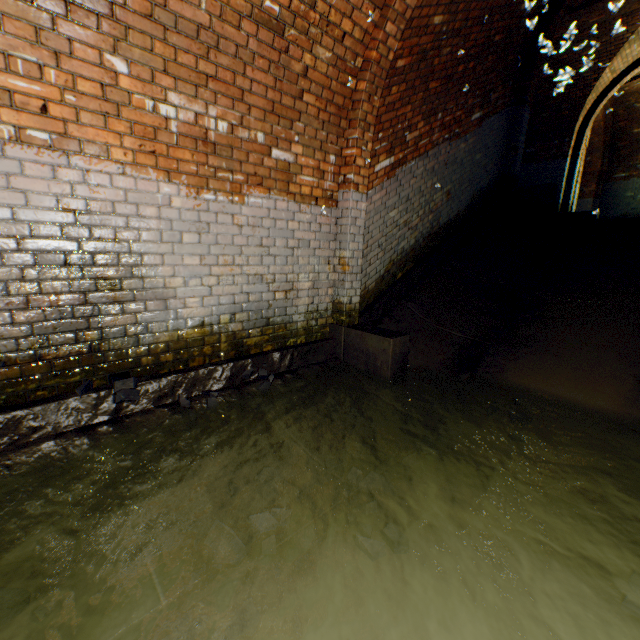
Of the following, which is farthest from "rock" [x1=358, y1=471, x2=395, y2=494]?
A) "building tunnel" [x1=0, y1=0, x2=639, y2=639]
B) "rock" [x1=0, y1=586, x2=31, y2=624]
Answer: "rock" [x1=0, y1=586, x2=31, y2=624]

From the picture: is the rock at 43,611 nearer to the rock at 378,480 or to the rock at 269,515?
the rock at 269,515

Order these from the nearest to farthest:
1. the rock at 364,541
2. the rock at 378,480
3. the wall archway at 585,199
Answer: the rock at 364,541
the rock at 378,480
the wall archway at 585,199

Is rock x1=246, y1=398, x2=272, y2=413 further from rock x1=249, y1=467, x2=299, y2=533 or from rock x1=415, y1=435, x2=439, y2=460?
rock x1=415, y1=435, x2=439, y2=460

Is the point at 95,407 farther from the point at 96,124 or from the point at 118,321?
the point at 96,124

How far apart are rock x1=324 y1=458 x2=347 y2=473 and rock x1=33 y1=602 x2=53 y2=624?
1.7m

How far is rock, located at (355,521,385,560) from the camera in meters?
1.9

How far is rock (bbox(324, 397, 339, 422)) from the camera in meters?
3.1 m
